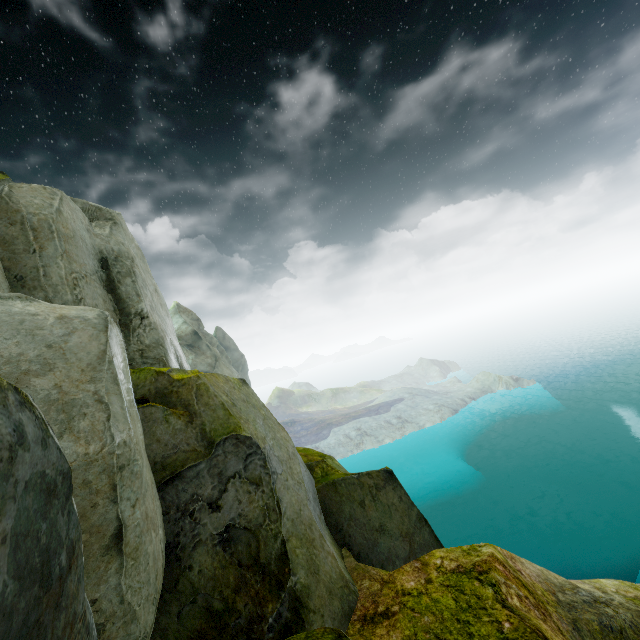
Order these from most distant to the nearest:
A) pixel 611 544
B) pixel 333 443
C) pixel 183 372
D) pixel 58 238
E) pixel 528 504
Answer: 1. pixel 333 443
2. pixel 528 504
3. pixel 611 544
4. pixel 183 372
5. pixel 58 238
